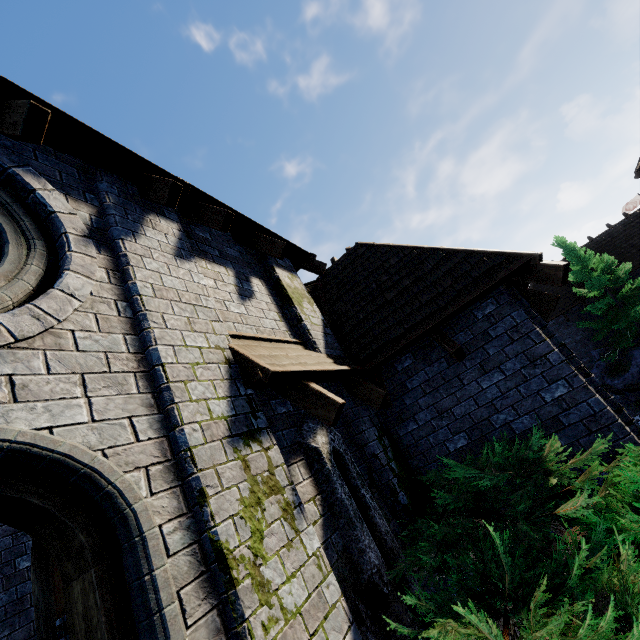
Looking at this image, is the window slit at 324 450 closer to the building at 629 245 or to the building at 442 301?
the building at 442 301

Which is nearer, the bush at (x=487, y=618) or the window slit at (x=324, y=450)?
the bush at (x=487, y=618)

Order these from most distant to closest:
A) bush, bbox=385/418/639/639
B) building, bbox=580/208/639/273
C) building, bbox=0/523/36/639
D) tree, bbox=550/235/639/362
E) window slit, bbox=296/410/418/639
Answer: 1. building, bbox=580/208/639/273
2. tree, bbox=550/235/639/362
3. building, bbox=0/523/36/639
4. window slit, bbox=296/410/418/639
5. bush, bbox=385/418/639/639

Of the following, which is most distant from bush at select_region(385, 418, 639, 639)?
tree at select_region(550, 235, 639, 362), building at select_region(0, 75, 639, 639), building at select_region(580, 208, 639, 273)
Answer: building at select_region(580, 208, 639, 273)

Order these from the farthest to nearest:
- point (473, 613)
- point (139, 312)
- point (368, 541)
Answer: point (368, 541) < point (139, 312) < point (473, 613)

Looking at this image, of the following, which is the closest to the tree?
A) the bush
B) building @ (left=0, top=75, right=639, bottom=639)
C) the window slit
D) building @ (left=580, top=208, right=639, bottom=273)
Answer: building @ (left=580, top=208, right=639, bottom=273)

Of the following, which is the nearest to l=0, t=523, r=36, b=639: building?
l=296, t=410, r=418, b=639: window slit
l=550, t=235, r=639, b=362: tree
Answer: l=296, t=410, r=418, b=639: window slit

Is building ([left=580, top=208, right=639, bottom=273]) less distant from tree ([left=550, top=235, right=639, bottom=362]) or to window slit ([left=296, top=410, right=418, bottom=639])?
tree ([left=550, top=235, right=639, bottom=362])
